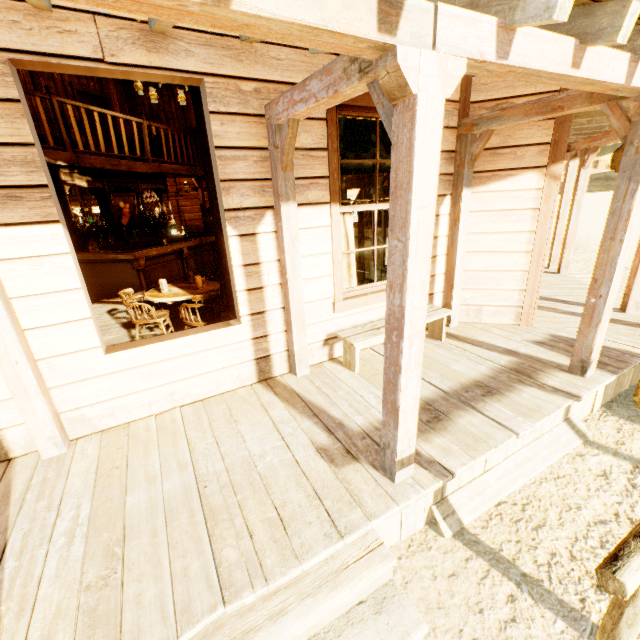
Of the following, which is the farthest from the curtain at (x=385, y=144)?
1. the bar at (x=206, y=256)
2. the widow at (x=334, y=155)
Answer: the bar at (x=206, y=256)

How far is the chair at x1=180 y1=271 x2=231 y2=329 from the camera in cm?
428

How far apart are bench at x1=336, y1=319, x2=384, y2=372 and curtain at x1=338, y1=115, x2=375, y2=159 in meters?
1.8

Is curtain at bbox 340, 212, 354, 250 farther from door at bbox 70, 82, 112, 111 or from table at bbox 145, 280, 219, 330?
door at bbox 70, 82, 112, 111

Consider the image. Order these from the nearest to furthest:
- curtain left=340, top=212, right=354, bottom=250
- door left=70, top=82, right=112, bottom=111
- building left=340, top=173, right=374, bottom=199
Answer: curtain left=340, top=212, right=354, bottom=250 < building left=340, top=173, right=374, bottom=199 < door left=70, top=82, right=112, bottom=111

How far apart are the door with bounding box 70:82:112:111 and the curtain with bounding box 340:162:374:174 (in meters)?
9.27

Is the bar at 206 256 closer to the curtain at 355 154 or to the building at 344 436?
the building at 344 436

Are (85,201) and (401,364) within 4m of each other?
no
